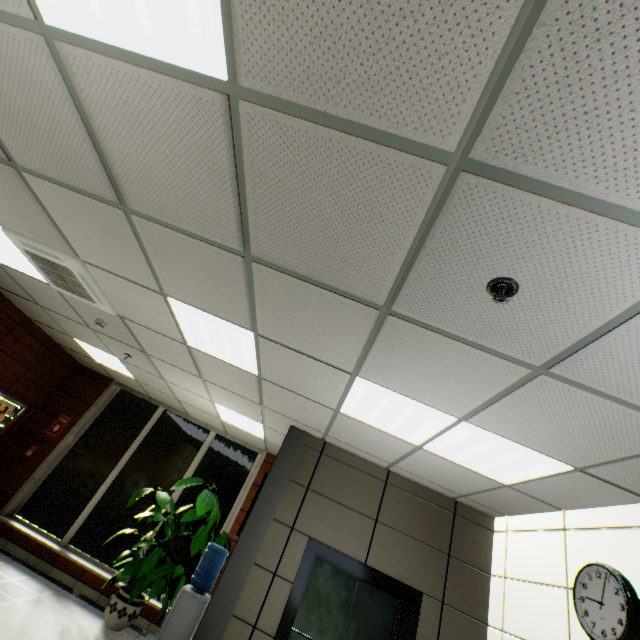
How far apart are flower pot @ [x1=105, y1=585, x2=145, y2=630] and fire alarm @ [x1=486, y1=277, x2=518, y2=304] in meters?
6.7 m

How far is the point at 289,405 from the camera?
4.2m

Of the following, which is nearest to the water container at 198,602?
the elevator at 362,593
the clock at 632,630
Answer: the elevator at 362,593

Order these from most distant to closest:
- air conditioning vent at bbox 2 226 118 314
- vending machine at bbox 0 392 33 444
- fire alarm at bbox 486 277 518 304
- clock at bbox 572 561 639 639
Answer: vending machine at bbox 0 392 33 444
air conditioning vent at bbox 2 226 118 314
clock at bbox 572 561 639 639
fire alarm at bbox 486 277 518 304

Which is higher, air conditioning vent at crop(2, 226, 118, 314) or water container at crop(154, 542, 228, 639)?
air conditioning vent at crop(2, 226, 118, 314)

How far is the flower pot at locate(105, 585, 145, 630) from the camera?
4.78m

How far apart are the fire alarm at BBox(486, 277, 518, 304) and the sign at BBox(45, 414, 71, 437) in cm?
863

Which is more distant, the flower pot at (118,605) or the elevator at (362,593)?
the flower pot at (118,605)
